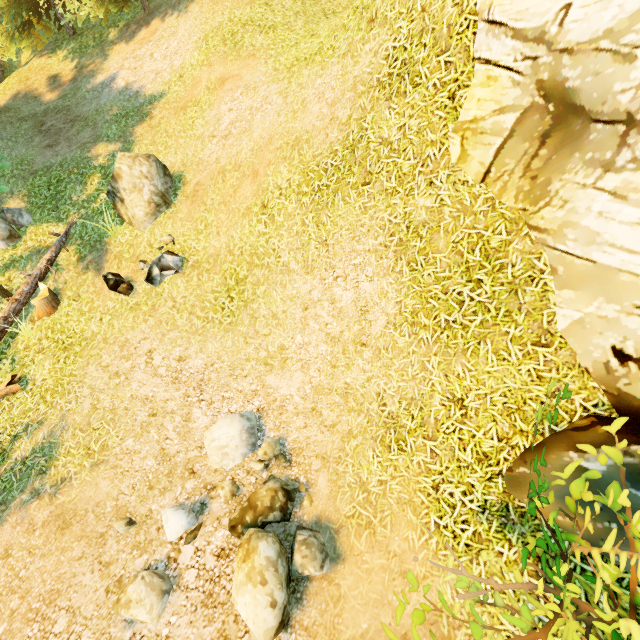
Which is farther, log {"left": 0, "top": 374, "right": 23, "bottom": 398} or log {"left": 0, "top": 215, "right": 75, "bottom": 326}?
log {"left": 0, "top": 215, "right": 75, "bottom": 326}

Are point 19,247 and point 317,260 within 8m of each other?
no

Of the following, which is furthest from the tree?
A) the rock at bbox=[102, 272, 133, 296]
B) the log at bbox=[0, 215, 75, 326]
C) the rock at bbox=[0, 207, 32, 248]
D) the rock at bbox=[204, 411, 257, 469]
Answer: the rock at bbox=[204, 411, 257, 469]

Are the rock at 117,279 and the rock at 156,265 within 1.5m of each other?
yes

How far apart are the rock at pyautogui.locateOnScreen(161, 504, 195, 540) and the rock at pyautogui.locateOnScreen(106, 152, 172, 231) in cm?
696

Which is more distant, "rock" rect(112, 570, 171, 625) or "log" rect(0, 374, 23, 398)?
"log" rect(0, 374, 23, 398)

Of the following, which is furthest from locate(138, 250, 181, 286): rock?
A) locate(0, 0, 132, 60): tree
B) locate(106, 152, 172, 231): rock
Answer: locate(0, 0, 132, 60): tree

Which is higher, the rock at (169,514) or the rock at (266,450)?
the rock at (169,514)
